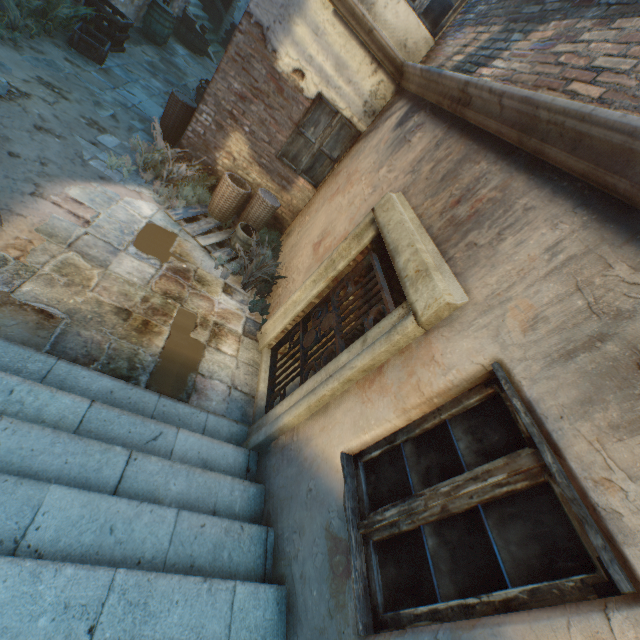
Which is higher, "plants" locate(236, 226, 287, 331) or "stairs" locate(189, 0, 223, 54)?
"stairs" locate(189, 0, 223, 54)

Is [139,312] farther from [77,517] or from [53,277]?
[77,517]

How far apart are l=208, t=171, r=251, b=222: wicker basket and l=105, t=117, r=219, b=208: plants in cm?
6

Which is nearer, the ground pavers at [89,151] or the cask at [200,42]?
the ground pavers at [89,151]

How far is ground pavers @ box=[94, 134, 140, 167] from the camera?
5.37m

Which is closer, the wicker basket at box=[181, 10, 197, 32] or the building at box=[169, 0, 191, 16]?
the building at box=[169, 0, 191, 16]

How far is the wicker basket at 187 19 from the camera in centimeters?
1237cm

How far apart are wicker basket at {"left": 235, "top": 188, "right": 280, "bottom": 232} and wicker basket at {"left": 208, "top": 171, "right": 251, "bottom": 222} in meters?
0.1 m
